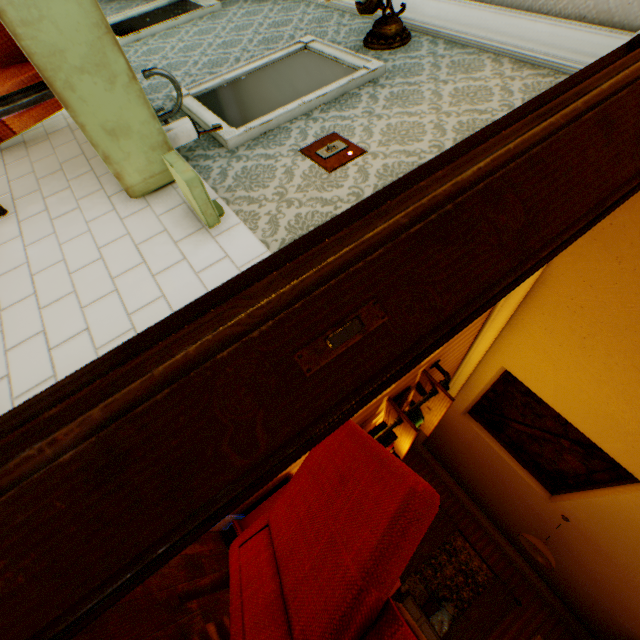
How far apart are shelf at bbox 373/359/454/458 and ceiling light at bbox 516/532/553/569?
2.1m

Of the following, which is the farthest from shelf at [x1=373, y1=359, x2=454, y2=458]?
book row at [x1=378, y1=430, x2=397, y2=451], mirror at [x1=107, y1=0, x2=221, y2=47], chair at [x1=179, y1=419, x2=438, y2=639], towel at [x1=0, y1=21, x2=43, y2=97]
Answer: mirror at [x1=107, y1=0, x2=221, y2=47]

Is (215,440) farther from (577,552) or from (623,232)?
(577,552)

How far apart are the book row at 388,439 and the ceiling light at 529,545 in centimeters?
249cm

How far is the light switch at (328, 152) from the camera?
1.44m

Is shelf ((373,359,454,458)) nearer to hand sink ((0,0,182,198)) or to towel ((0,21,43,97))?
hand sink ((0,0,182,198))

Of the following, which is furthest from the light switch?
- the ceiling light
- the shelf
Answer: the ceiling light

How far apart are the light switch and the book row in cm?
229
